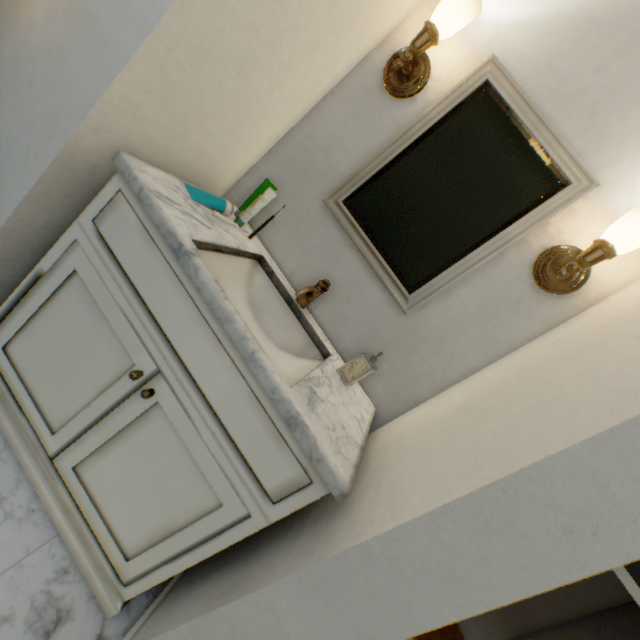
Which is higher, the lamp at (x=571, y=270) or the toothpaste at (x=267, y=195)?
the lamp at (x=571, y=270)

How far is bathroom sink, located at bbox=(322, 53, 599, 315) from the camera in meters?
0.9

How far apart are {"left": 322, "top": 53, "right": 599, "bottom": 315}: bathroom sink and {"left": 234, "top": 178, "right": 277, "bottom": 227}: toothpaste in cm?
26

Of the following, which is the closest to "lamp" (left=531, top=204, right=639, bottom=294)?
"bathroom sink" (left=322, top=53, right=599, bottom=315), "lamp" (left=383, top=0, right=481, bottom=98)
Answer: "bathroom sink" (left=322, top=53, right=599, bottom=315)

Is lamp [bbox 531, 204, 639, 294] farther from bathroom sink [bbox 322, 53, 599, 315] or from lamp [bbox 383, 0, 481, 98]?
lamp [bbox 383, 0, 481, 98]

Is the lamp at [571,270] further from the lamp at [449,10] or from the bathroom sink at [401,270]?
the lamp at [449,10]

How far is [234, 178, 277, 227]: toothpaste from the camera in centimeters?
107cm

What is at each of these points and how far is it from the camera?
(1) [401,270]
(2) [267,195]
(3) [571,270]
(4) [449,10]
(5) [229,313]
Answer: (1) bathroom sink, 1.1 meters
(2) toothpaste, 1.1 meters
(3) lamp, 0.9 meters
(4) lamp, 0.9 meters
(5) bathroom sink, 0.7 meters
